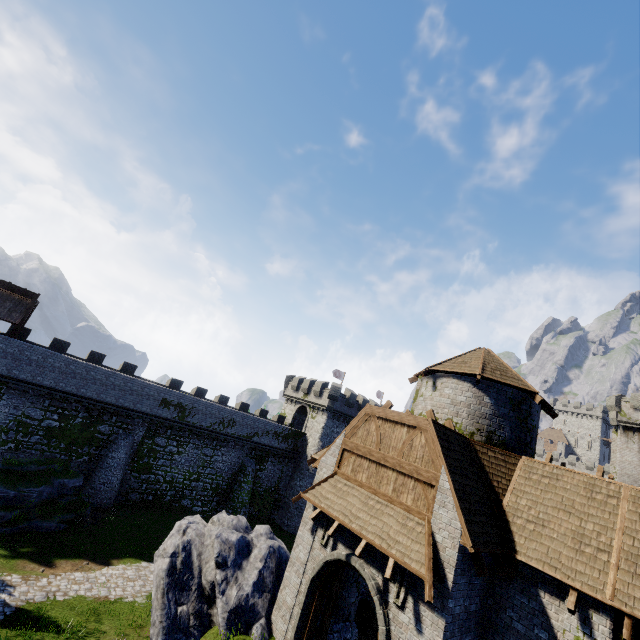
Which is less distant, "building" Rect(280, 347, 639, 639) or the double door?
"building" Rect(280, 347, 639, 639)

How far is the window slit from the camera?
9.4m

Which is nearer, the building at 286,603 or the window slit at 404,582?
the window slit at 404,582

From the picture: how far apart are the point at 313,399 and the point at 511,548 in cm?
3296

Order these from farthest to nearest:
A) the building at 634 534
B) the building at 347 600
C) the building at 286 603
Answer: the building at 347 600, the building at 286 603, the building at 634 534

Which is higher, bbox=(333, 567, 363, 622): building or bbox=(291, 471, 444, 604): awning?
bbox=(291, 471, 444, 604): awning

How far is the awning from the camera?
9.0m

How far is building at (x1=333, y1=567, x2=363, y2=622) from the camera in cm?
1356
